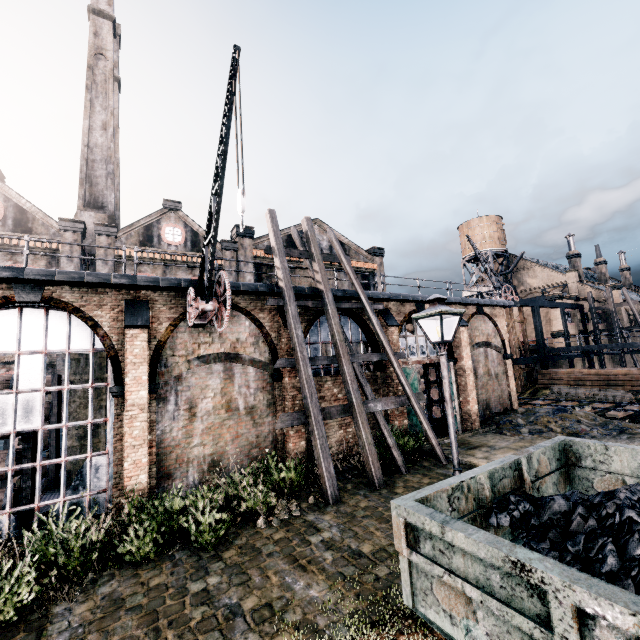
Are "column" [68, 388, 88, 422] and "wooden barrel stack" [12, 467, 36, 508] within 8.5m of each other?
yes

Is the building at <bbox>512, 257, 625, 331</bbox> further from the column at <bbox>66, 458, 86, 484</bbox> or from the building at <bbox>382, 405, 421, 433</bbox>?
the column at <bbox>66, 458, 86, 484</bbox>

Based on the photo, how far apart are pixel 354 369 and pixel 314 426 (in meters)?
3.62

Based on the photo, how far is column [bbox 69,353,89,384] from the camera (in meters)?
14.87

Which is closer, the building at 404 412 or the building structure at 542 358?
the building at 404 412

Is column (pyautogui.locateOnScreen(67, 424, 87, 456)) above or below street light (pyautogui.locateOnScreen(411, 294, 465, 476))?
below

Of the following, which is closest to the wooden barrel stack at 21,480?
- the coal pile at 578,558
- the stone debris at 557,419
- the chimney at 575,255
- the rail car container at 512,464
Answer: the rail car container at 512,464
